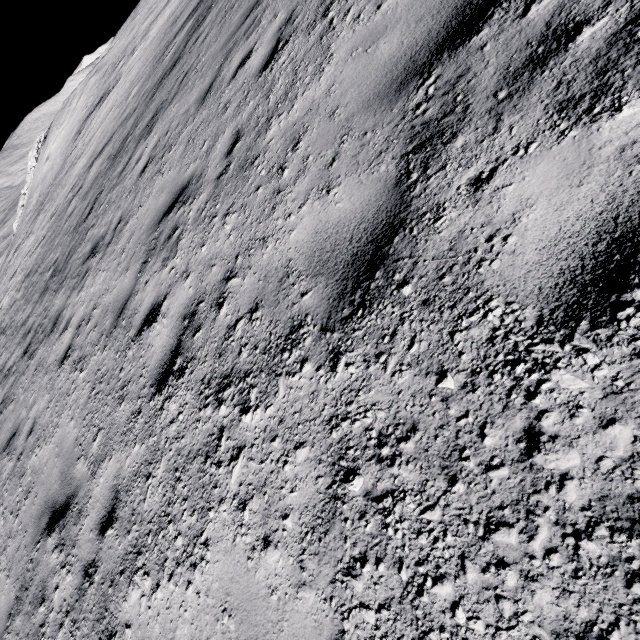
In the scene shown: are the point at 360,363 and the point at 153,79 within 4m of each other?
no
